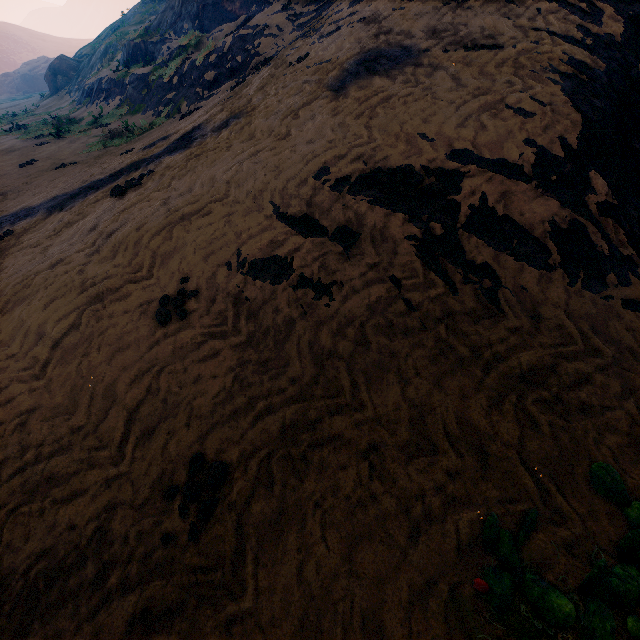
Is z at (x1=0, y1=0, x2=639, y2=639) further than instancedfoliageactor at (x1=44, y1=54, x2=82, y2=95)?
No

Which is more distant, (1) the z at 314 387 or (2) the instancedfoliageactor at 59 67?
(2) the instancedfoliageactor at 59 67

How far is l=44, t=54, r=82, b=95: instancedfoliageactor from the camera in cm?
3216

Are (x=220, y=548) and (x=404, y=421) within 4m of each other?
yes

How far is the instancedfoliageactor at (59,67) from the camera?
32.2 meters
